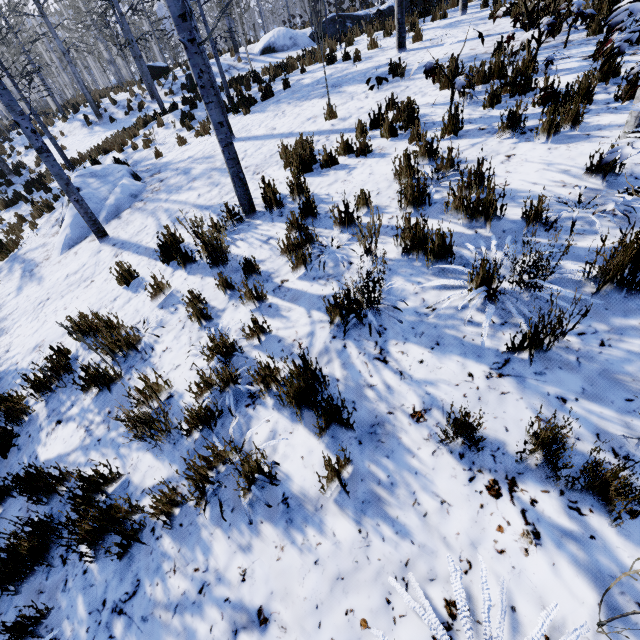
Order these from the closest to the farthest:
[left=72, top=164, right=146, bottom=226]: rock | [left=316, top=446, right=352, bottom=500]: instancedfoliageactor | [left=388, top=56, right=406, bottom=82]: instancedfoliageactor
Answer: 1. [left=316, top=446, right=352, bottom=500]: instancedfoliageactor
2. [left=388, top=56, right=406, bottom=82]: instancedfoliageactor
3. [left=72, top=164, right=146, bottom=226]: rock

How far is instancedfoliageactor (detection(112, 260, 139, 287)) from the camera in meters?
4.9

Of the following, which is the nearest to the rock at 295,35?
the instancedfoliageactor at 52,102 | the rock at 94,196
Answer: the instancedfoliageactor at 52,102

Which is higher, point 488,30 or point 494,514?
point 488,30

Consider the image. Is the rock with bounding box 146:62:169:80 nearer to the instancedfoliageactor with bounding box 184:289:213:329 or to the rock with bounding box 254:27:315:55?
the instancedfoliageactor with bounding box 184:289:213:329

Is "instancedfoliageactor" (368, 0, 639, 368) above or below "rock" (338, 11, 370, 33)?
below

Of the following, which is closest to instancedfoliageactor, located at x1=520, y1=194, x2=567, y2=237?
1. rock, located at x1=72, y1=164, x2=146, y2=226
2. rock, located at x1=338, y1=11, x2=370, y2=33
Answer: rock, located at x1=72, y1=164, x2=146, y2=226

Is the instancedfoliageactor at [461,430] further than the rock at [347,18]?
No
